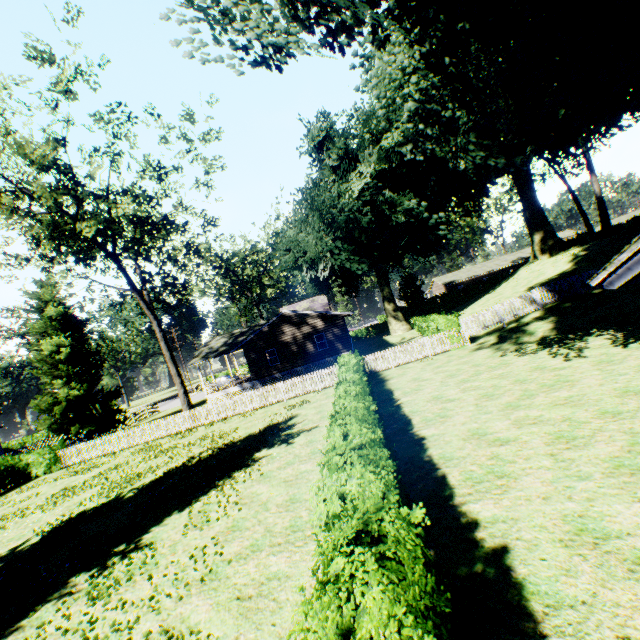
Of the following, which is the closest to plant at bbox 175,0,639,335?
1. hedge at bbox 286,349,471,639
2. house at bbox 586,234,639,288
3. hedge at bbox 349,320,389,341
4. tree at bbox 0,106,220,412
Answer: hedge at bbox 349,320,389,341

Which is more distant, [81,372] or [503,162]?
[81,372]

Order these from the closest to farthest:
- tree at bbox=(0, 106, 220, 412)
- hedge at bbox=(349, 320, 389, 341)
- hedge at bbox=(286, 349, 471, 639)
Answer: hedge at bbox=(286, 349, 471, 639) < tree at bbox=(0, 106, 220, 412) < hedge at bbox=(349, 320, 389, 341)

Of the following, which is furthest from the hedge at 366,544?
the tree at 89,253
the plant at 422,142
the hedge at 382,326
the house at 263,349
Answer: the tree at 89,253

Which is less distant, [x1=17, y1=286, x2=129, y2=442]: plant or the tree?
the tree

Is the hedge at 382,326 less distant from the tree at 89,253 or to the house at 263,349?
the house at 263,349

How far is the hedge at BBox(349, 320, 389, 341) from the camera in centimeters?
5444cm
